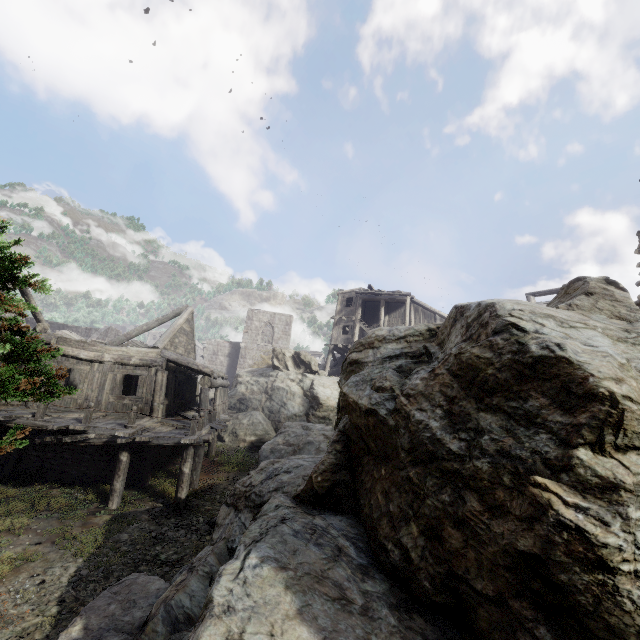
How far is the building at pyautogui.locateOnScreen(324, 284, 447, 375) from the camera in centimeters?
2991cm

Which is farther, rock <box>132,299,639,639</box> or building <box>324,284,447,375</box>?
building <box>324,284,447,375</box>

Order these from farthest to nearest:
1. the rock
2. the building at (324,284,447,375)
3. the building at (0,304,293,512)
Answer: the building at (324,284,447,375), the building at (0,304,293,512), the rock

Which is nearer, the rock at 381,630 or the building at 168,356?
the rock at 381,630

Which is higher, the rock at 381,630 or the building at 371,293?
the building at 371,293

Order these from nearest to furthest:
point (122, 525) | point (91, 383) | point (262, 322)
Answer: point (122, 525) < point (91, 383) < point (262, 322)

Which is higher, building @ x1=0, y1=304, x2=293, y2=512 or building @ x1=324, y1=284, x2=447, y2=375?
building @ x1=324, y1=284, x2=447, y2=375
